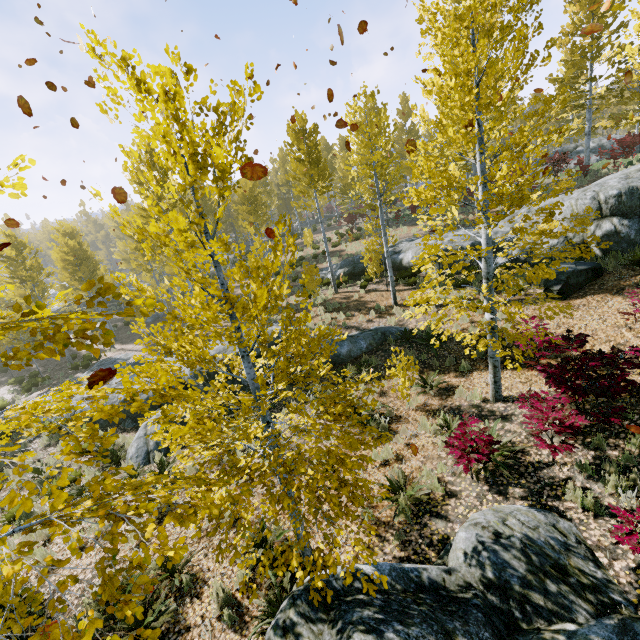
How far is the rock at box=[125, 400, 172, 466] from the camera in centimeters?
949cm

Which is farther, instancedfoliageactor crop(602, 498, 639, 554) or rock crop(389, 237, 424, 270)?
rock crop(389, 237, 424, 270)

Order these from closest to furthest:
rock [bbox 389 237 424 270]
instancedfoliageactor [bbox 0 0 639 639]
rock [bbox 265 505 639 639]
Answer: instancedfoliageactor [bbox 0 0 639 639]
rock [bbox 265 505 639 639]
rock [bbox 389 237 424 270]

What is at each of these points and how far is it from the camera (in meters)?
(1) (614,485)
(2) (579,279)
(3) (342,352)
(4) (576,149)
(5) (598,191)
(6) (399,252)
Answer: (1) instancedfoliageactor, 5.14
(2) rock, 10.67
(3) rock, 12.17
(4) rock, 27.83
(5) rock, 11.86
(6) rock, 18.41

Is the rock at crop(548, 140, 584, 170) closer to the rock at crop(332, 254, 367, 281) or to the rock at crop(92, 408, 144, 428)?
the rock at crop(332, 254, 367, 281)

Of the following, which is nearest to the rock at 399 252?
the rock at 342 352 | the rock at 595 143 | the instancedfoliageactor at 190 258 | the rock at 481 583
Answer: the instancedfoliageactor at 190 258

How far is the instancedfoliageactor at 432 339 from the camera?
7.8m

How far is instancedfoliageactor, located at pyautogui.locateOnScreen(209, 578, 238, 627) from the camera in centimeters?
501cm
